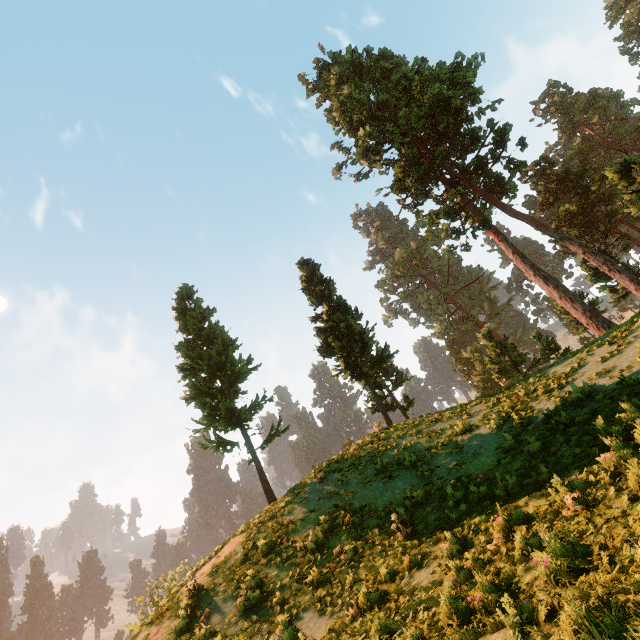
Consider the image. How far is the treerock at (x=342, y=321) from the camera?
22.75m

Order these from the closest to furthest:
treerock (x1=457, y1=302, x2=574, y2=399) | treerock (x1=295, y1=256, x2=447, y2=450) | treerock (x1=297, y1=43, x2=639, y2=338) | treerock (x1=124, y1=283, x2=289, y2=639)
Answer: treerock (x1=124, y1=283, x2=289, y2=639)
treerock (x1=295, y1=256, x2=447, y2=450)
treerock (x1=297, y1=43, x2=639, y2=338)
treerock (x1=457, y1=302, x2=574, y2=399)

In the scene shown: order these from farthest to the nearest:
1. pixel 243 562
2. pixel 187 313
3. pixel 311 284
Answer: pixel 311 284 → pixel 187 313 → pixel 243 562

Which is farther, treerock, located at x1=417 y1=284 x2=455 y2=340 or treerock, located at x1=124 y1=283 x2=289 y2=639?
treerock, located at x1=417 y1=284 x2=455 y2=340

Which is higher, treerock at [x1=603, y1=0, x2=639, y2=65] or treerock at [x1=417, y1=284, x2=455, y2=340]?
treerock at [x1=603, y1=0, x2=639, y2=65]

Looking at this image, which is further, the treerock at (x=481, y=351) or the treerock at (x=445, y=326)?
the treerock at (x=445, y=326)
